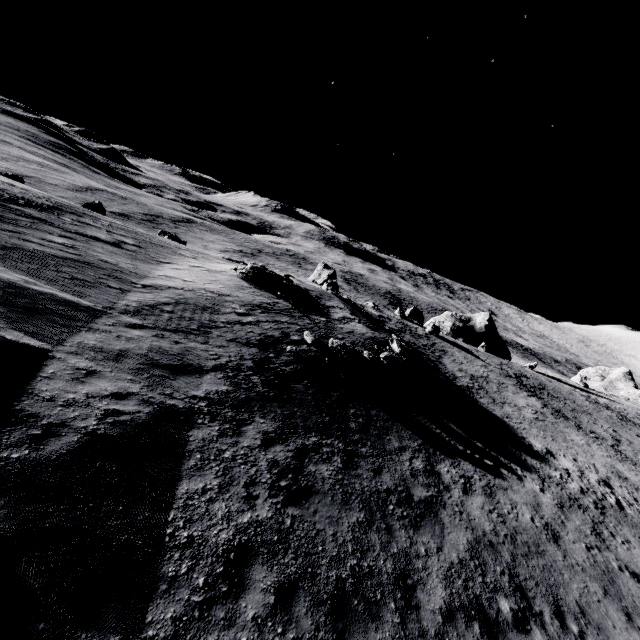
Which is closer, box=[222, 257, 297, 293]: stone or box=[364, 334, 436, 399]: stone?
box=[364, 334, 436, 399]: stone

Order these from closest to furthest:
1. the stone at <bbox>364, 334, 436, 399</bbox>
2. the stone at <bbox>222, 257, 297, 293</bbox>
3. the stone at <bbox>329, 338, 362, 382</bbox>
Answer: the stone at <bbox>329, 338, 362, 382</bbox> → the stone at <bbox>364, 334, 436, 399</bbox> → the stone at <bbox>222, 257, 297, 293</bbox>

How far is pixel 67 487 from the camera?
5.30m

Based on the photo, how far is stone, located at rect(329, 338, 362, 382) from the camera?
16.1m

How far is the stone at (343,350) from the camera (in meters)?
16.07

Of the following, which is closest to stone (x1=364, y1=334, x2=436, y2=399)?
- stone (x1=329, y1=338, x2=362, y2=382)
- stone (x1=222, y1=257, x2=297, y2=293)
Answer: stone (x1=329, y1=338, x2=362, y2=382)

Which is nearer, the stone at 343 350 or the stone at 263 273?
the stone at 343 350

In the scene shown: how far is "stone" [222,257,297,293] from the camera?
22.59m
